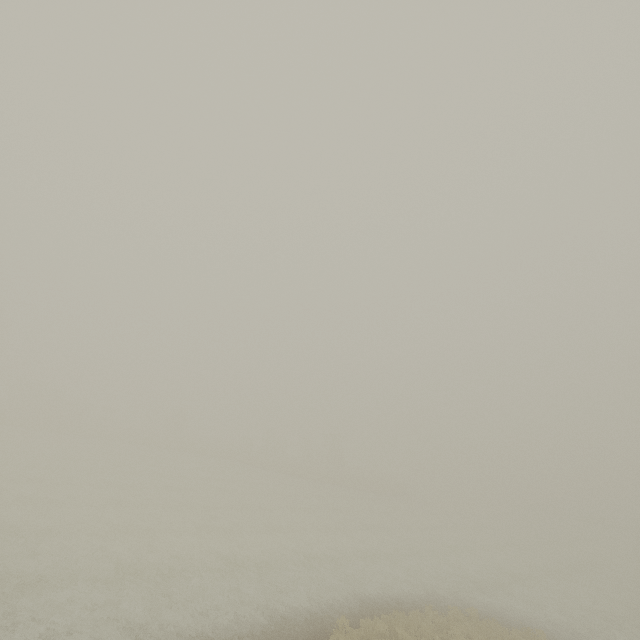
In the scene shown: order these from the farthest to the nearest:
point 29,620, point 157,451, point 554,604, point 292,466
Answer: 1. point 292,466
2. point 157,451
3. point 554,604
4. point 29,620
